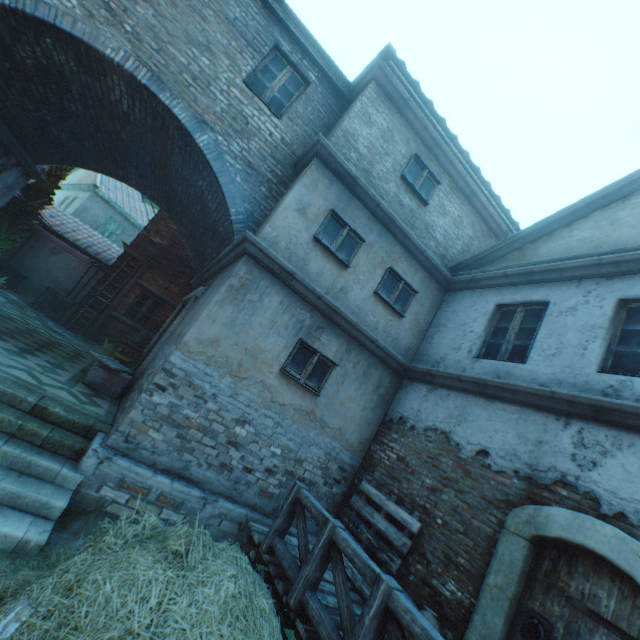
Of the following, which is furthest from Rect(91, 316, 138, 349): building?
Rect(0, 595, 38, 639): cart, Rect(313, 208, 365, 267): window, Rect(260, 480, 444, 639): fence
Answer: Rect(0, 595, 38, 639): cart

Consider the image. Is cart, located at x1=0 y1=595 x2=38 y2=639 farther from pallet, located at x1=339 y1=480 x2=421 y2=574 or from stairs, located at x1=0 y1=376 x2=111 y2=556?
pallet, located at x1=339 y1=480 x2=421 y2=574

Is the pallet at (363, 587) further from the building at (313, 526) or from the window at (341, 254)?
the window at (341, 254)

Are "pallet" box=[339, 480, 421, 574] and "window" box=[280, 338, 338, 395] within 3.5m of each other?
yes

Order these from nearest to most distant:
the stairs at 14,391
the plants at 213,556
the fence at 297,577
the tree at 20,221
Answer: the plants at 213,556 → the fence at 297,577 → the stairs at 14,391 → the tree at 20,221

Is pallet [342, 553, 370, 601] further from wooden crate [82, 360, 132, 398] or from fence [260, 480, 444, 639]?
wooden crate [82, 360, 132, 398]

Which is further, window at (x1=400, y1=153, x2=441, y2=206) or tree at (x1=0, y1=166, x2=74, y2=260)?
tree at (x1=0, y1=166, x2=74, y2=260)

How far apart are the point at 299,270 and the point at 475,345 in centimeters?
386cm
